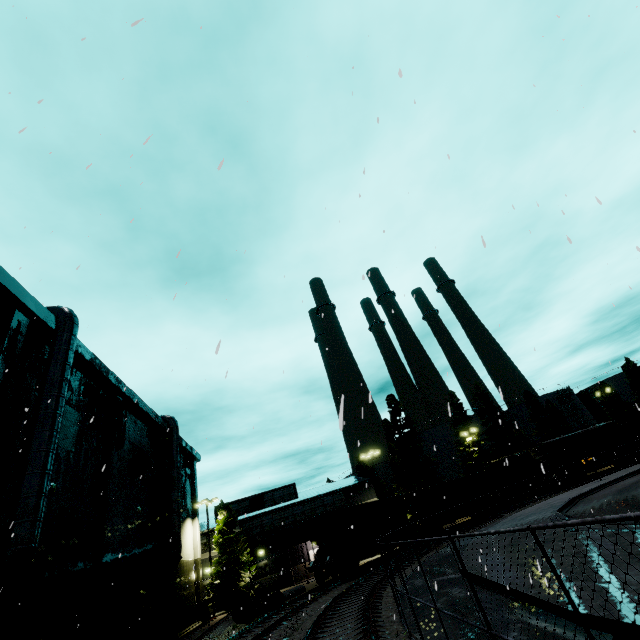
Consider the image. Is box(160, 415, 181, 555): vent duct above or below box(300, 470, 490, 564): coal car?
above

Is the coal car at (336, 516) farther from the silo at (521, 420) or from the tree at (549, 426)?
the tree at (549, 426)

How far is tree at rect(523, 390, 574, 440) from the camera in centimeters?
5278cm

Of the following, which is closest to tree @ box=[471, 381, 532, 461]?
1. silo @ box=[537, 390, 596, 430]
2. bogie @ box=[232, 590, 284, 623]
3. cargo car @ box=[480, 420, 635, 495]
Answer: silo @ box=[537, 390, 596, 430]

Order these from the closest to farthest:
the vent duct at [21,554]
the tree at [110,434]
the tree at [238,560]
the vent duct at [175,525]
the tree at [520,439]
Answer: the vent duct at [21,554], the tree at [110,434], the vent duct at [175,525], the tree at [238,560], the tree at [520,439]

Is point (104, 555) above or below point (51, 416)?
below

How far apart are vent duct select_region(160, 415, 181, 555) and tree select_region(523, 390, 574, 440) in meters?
55.2

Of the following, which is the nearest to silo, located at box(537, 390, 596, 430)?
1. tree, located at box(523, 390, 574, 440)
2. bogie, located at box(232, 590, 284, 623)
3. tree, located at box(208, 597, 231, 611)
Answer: tree, located at box(523, 390, 574, 440)
